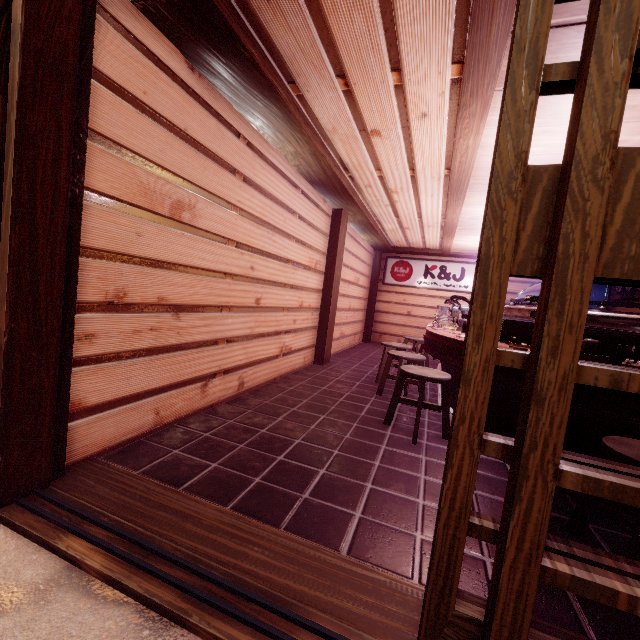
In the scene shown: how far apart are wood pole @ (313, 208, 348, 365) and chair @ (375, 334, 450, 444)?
2.97m

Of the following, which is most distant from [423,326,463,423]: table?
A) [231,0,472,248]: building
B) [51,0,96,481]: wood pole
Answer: [51,0,96,481]: wood pole

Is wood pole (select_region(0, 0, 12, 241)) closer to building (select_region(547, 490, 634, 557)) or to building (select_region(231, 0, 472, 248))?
building (select_region(547, 490, 634, 557))

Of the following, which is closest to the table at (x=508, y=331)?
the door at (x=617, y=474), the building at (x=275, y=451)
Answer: the building at (x=275, y=451)

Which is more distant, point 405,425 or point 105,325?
point 405,425

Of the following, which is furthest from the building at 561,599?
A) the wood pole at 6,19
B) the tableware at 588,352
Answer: the tableware at 588,352

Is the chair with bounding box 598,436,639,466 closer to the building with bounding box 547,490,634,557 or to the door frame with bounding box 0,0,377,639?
the building with bounding box 547,490,634,557

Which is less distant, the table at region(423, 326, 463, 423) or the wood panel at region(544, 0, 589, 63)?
the wood panel at region(544, 0, 589, 63)
